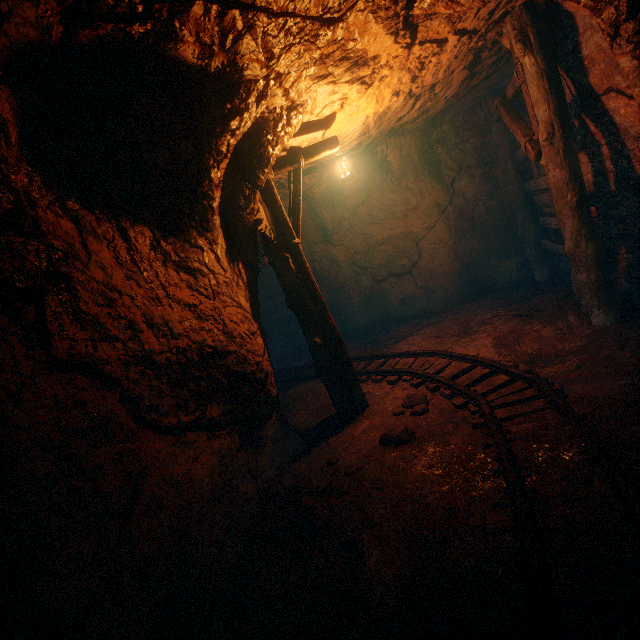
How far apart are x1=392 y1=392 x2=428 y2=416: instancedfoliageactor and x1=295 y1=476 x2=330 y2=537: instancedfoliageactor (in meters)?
1.59

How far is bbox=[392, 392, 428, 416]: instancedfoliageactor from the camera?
4.6 meters

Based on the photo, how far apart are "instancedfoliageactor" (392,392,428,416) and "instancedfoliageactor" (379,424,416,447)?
0.3 meters

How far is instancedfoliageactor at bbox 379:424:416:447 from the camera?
3.9m

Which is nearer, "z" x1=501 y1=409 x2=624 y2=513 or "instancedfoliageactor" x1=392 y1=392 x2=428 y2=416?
"z" x1=501 y1=409 x2=624 y2=513

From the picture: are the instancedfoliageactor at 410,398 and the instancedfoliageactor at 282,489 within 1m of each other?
no

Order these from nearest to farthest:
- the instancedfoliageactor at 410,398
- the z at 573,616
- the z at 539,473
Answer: the z at 573,616 → the z at 539,473 → the instancedfoliageactor at 410,398

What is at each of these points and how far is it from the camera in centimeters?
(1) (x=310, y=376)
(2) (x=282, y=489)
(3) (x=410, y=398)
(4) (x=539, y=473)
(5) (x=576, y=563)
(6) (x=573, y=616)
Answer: (1) tracks, 767cm
(2) instancedfoliageactor, 414cm
(3) instancedfoliageactor, 498cm
(4) z, 285cm
(5) z, 216cm
(6) z, 192cm
